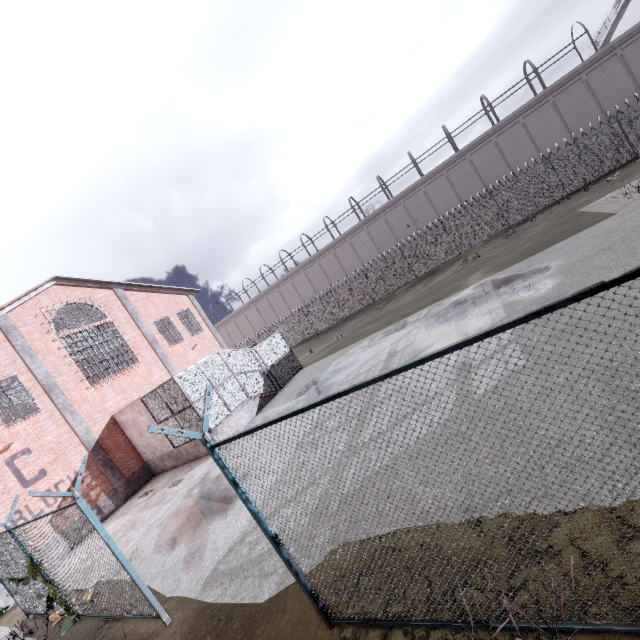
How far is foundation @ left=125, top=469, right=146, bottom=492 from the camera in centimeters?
1642cm

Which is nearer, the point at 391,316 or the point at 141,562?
the point at 141,562

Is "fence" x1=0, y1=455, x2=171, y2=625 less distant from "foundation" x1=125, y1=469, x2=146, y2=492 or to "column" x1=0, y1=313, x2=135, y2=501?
"column" x1=0, y1=313, x2=135, y2=501

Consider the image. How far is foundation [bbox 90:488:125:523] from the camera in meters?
14.9

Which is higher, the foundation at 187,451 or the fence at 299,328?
the fence at 299,328

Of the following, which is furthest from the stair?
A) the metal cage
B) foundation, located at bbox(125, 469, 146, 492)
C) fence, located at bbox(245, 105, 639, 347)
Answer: fence, located at bbox(245, 105, 639, 347)

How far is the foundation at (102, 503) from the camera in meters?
14.9 m

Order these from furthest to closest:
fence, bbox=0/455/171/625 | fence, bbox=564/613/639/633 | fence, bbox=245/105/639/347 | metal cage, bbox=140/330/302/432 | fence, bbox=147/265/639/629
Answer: fence, bbox=245/105/639/347, metal cage, bbox=140/330/302/432, fence, bbox=0/455/171/625, fence, bbox=564/613/639/633, fence, bbox=147/265/639/629
